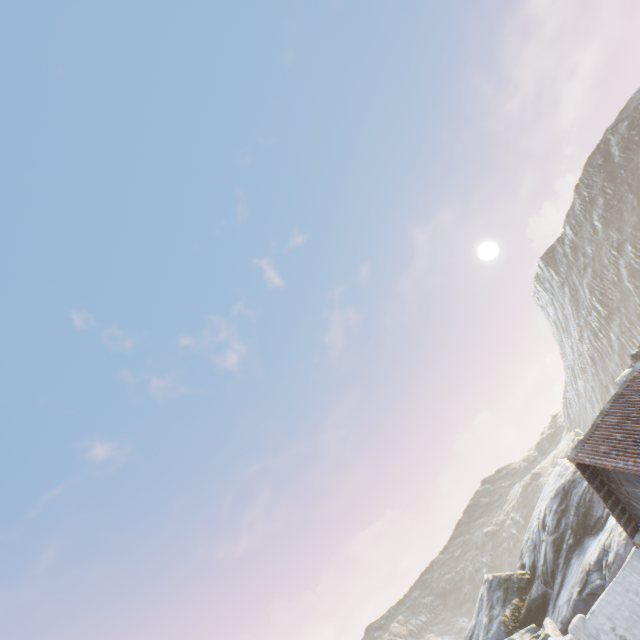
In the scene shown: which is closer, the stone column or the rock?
the stone column

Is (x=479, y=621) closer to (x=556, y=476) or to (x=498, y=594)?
(x=498, y=594)

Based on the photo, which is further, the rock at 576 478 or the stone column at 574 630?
the rock at 576 478
